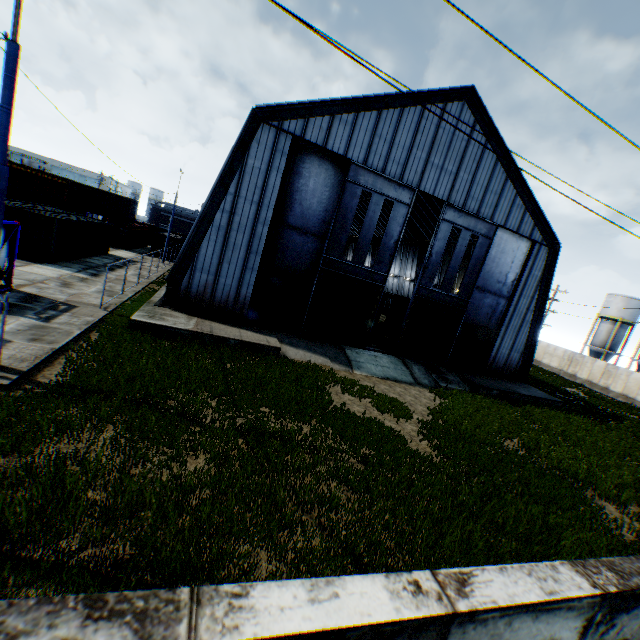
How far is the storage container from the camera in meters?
39.5

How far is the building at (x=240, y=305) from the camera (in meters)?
16.80

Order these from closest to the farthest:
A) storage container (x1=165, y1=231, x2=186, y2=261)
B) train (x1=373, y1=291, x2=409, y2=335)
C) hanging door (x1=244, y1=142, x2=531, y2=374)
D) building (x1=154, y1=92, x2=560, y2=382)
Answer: building (x1=154, y1=92, x2=560, y2=382), hanging door (x1=244, y1=142, x2=531, y2=374), train (x1=373, y1=291, x2=409, y2=335), storage container (x1=165, y1=231, x2=186, y2=261)

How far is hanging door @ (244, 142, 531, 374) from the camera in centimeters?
1855cm

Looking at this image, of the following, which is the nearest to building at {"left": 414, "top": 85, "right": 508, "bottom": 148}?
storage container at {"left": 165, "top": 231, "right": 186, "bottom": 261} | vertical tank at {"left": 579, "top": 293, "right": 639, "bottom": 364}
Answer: storage container at {"left": 165, "top": 231, "right": 186, "bottom": 261}

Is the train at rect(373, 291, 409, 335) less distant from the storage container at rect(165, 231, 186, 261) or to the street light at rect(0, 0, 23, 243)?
the storage container at rect(165, 231, 186, 261)

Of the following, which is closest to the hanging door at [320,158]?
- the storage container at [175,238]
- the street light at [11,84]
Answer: the street light at [11,84]

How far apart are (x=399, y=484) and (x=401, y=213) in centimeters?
1591cm
